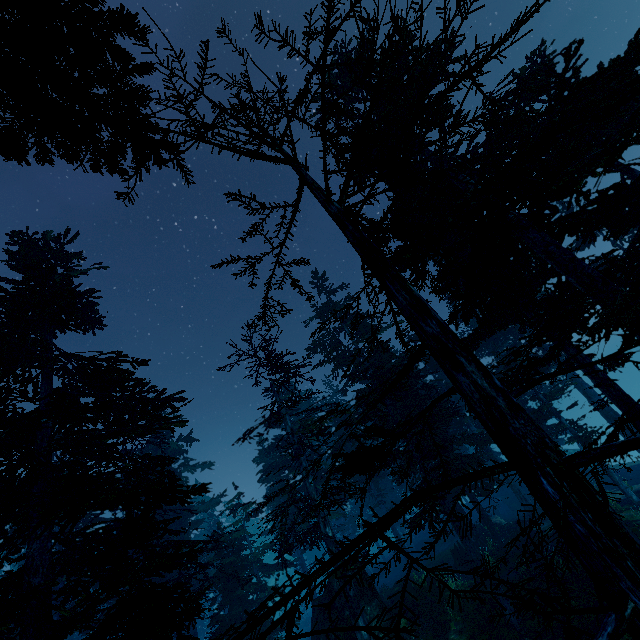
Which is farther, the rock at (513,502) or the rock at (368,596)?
the rock at (513,502)

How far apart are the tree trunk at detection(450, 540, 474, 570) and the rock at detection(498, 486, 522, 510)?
17.56m

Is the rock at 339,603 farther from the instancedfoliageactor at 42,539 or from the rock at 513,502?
the rock at 513,502

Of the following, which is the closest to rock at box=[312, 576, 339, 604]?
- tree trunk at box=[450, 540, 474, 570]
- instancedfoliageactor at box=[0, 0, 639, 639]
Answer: instancedfoliageactor at box=[0, 0, 639, 639]

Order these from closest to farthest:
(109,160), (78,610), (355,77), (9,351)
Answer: (109,160) < (355,77) < (9,351) < (78,610)

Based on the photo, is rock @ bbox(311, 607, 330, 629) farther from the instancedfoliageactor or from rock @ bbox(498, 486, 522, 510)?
rock @ bbox(498, 486, 522, 510)

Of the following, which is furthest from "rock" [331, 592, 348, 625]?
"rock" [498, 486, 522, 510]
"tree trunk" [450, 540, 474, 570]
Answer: "rock" [498, 486, 522, 510]

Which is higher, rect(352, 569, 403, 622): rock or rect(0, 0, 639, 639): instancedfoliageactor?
rect(0, 0, 639, 639): instancedfoliageactor
